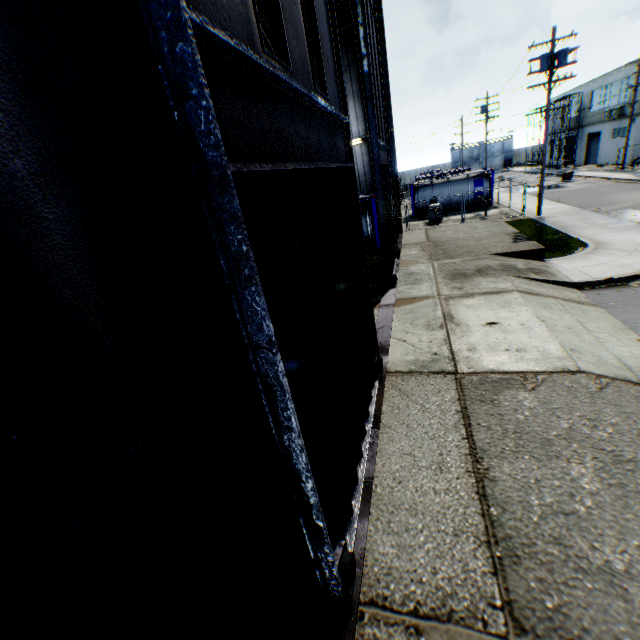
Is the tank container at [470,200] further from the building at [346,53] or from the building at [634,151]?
the building at [634,151]

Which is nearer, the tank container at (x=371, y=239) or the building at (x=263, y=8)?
the building at (x=263, y=8)

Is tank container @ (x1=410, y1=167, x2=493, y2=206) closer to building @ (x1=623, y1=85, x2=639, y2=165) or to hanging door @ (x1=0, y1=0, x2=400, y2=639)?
hanging door @ (x1=0, y1=0, x2=400, y2=639)

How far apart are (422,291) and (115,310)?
10.77m

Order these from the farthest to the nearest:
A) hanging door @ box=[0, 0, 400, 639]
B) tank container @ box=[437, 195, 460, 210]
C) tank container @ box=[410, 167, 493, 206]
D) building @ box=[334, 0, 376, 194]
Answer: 1. tank container @ box=[437, 195, 460, 210]
2. tank container @ box=[410, 167, 493, 206]
3. building @ box=[334, 0, 376, 194]
4. hanging door @ box=[0, 0, 400, 639]

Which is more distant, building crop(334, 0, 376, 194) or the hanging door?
building crop(334, 0, 376, 194)

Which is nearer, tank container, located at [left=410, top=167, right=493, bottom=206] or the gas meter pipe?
the gas meter pipe

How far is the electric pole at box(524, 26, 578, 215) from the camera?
17.5m
